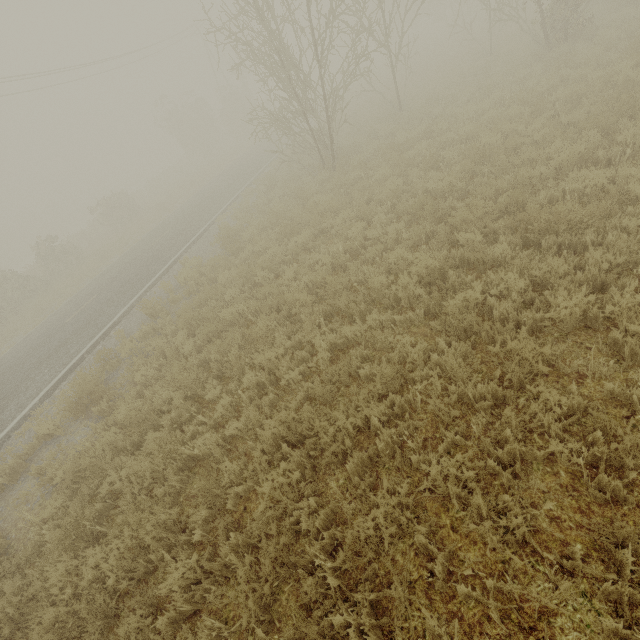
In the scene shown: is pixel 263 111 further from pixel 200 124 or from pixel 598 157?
pixel 200 124
